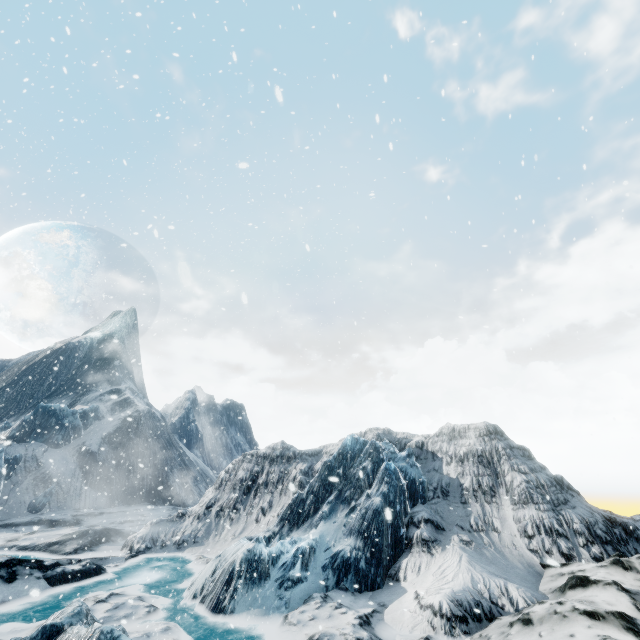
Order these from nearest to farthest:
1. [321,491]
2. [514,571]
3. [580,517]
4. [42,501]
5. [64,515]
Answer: [514,571], [580,517], [321,491], [64,515], [42,501]
